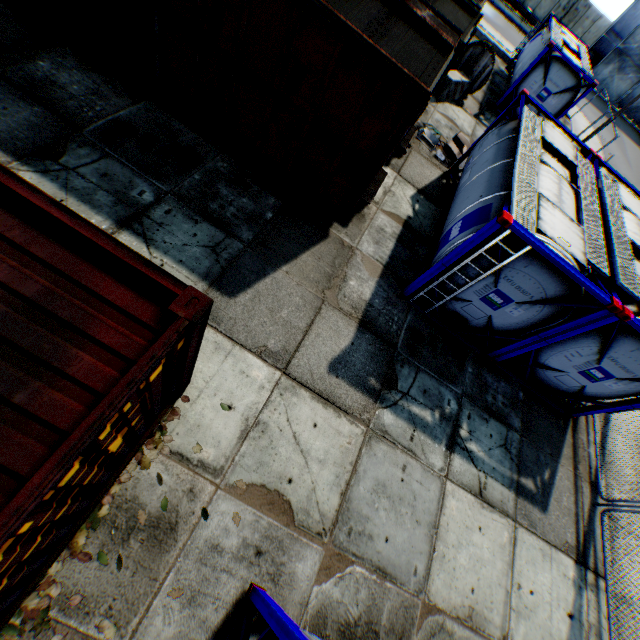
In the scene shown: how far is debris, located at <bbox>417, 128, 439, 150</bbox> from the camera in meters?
11.9

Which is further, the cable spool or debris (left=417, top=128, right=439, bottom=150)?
the cable spool

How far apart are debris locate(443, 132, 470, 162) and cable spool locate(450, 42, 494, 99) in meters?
5.1 m

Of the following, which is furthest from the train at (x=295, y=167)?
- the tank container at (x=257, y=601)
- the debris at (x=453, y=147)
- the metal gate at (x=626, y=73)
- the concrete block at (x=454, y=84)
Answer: the metal gate at (x=626, y=73)

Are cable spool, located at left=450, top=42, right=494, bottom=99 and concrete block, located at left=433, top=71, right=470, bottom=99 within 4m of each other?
yes

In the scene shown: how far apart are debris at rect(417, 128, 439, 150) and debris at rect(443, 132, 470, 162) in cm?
31

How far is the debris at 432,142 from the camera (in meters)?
11.91

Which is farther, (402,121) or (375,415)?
(375,415)
